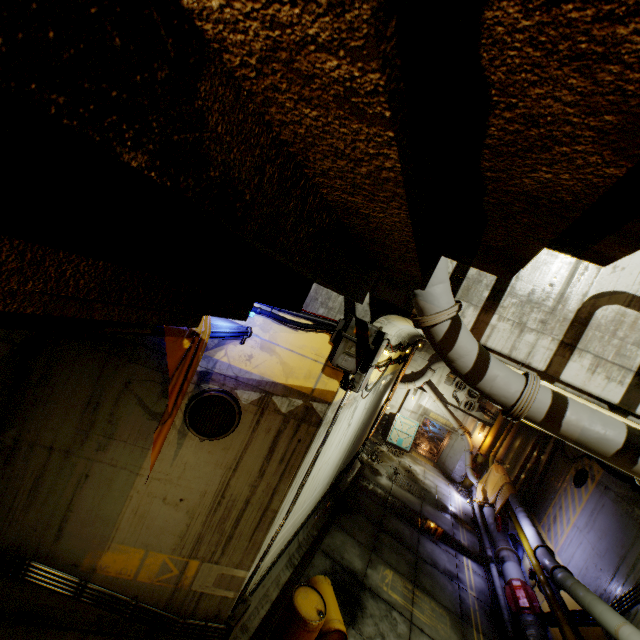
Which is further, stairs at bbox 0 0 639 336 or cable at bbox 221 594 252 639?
cable at bbox 221 594 252 639

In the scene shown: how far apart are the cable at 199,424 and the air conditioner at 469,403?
18.6m

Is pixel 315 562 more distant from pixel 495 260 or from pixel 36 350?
pixel 495 260

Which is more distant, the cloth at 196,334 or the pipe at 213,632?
the pipe at 213,632

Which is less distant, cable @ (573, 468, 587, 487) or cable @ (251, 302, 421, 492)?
cable @ (251, 302, 421, 492)

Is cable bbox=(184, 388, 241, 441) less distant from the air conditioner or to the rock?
the rock

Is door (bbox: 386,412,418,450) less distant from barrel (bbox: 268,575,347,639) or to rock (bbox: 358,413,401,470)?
rock (bbox: 358,413,401,470)

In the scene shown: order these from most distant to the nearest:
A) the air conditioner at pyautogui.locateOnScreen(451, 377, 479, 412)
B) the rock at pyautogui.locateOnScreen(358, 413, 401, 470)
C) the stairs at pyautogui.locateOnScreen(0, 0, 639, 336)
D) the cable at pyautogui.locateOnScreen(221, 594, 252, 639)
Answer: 1. the air conditioner at pyautogui.locateOnScreen(451, 377, 479, 412)
2. the rock at pyautogui.locateOnScreen(358, 413, 401, 470)
3. the cable at pyautogui.locateOnScreen(221, 594, 252, 639)
4. the stairs at pyautogui.locateOnScreen(0, 0, 639, 336)
